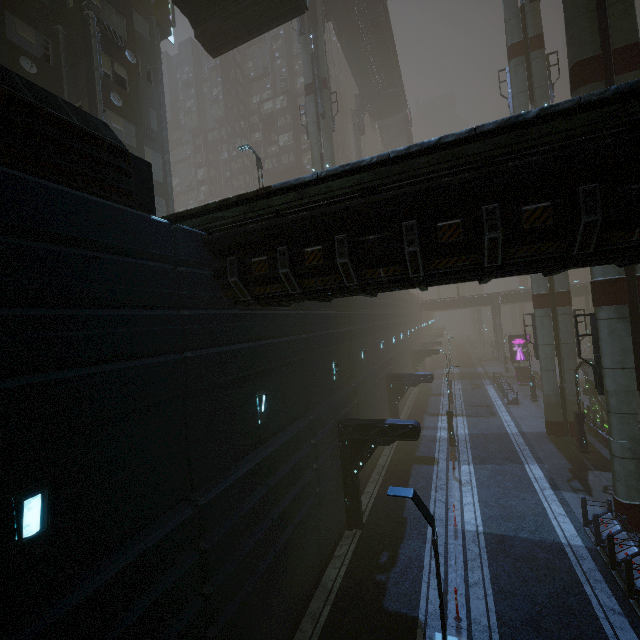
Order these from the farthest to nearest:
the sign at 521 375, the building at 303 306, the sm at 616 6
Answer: the sign at 521 375 < the sm at 616 6 < the building at 303 306

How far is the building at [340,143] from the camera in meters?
54.5 m

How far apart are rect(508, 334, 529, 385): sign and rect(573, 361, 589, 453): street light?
19.2m

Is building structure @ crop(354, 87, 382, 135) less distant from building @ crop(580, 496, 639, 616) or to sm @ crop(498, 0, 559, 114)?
sm @ crop(498, 0, 559, 114)

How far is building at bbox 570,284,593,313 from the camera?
49.38m

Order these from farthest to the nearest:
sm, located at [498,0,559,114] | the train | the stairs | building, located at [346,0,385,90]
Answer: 1. the stairs
2. building, located at [346,0,385,90]
3. the train
4. sm, located at [498,0,559,114]

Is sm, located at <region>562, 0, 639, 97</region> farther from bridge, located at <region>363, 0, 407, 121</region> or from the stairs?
the stairs

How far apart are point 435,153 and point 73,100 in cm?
1935
